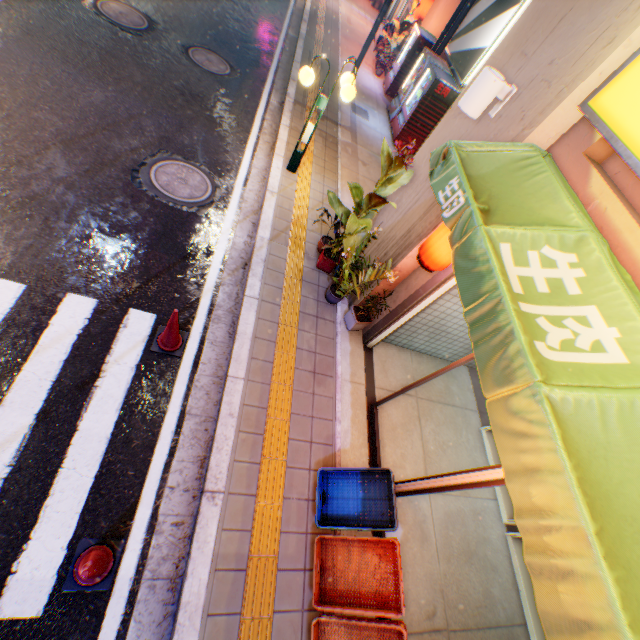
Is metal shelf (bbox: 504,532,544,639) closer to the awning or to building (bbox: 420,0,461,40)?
the awning

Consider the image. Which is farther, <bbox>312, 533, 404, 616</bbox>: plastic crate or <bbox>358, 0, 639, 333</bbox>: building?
<bbox>312, 533, 404, 616</bbox>: plastic crate

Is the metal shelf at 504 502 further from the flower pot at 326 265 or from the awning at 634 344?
the flower pot at 326 265

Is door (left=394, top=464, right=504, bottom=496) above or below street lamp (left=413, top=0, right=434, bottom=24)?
below

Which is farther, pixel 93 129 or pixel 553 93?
pixel 93 129

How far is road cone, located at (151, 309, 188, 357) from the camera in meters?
3.9 m

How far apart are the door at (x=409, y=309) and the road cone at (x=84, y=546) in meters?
2.9 m

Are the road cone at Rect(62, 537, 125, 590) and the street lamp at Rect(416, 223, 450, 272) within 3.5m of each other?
no
